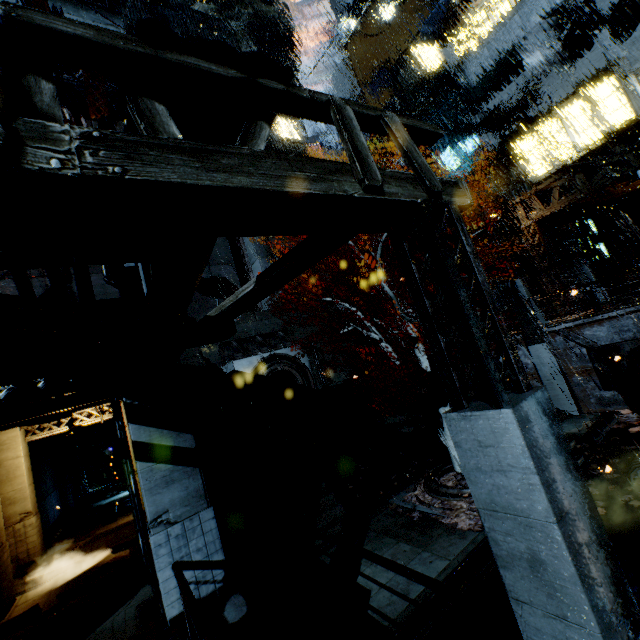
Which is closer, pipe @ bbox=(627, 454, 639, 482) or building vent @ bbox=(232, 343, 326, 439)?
pipe @ bbox=(627, 454, 639, 482)

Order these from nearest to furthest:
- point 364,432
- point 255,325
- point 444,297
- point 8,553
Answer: point 444,297, point 8,553, point 364,432, point 255,325

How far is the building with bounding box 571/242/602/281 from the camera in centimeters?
2108cm

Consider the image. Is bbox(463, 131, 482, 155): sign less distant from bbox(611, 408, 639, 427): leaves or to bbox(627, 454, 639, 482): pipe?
bbox(627, 454, 639, 482): pipe

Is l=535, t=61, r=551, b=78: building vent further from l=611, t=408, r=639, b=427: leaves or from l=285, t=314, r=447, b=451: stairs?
l=611, t=408, r=639, b=427: leaves

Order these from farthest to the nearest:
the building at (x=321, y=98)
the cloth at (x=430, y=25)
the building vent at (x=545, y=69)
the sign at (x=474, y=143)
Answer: the sign at (x=474, y=143)
the cloth at (x=430, y=25)
the building vent at (x=545, y=69)
the building at (x=321, y=98)

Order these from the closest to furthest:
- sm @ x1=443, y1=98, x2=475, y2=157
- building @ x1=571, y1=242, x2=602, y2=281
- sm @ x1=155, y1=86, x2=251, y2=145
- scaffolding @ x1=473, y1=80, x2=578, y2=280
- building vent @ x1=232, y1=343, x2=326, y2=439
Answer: sm @ x1=155, y1=86, x2=251, y2=145
scaffolding @ x1=473, y1=80, x2=578, y2=280
building @ x1=571, y1=242, x2=602, y2=281
building vent @ x1=232, y1=343, x2=326, y2=439
sm @ x1=443, y1=98, x2=475, y2=157

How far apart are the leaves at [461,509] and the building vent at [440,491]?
0.0m
